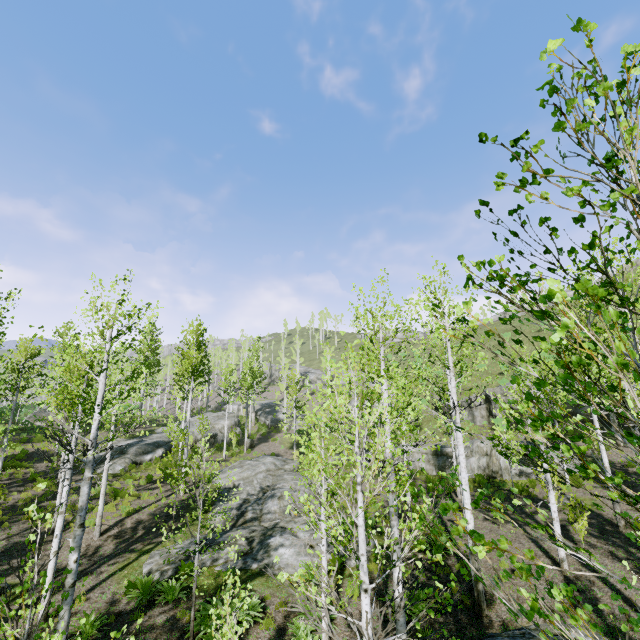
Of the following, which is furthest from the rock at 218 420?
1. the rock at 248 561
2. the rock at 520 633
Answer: the rock at 520 633

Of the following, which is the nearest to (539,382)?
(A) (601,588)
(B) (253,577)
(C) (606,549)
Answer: (B) (253,577)

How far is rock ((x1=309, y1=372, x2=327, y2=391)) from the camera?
54.1m

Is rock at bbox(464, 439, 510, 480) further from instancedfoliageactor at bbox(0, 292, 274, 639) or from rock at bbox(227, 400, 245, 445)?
rock at bbox(227, 400, 245, 445)

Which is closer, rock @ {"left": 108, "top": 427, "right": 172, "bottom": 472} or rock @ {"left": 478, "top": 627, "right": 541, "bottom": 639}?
rock @ {"left": 478, "top": 627, "right": 541, "bottom": 639}

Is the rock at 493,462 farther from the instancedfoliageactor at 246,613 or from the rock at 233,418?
the rock at 233,418

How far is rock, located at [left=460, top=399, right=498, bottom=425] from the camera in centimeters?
3131cm

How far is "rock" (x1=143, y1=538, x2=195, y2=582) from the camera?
10.81m
